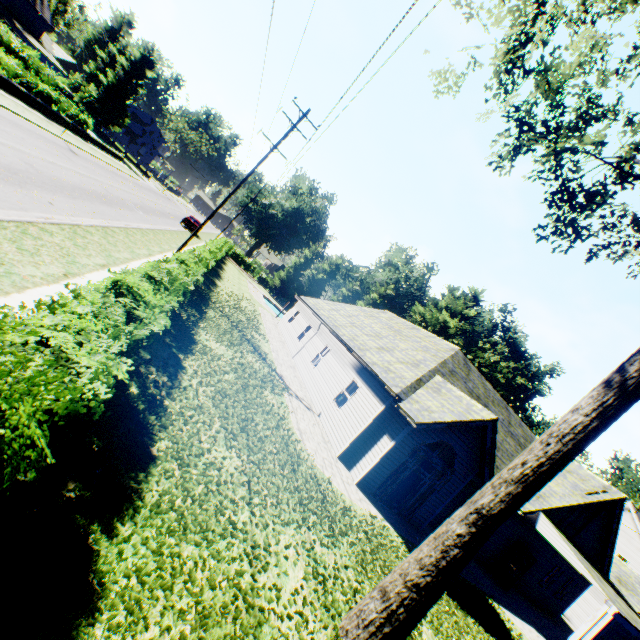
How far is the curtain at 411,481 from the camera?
12.70m

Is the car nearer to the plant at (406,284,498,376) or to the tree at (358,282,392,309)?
the tree at (358,282,392,309)

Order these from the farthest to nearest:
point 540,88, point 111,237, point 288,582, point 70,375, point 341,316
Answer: point 341,316 → point 111,237 → point 540,88 → point 288,582 → point 70,375

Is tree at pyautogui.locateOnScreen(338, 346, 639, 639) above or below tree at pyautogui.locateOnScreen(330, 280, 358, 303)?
below

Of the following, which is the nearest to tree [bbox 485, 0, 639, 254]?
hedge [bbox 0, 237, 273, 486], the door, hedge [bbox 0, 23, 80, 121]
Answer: hedge [bbox 0, 23, 80, 121]

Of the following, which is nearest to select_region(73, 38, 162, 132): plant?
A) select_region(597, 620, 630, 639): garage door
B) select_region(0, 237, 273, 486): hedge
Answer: select_region(597, 620, 630, 639): garage door

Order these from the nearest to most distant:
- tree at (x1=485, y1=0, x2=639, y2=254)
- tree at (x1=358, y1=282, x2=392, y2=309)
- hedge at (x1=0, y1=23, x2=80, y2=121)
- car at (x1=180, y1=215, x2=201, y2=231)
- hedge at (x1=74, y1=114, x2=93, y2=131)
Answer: tree at (x1=485, y1=0, x2=639, y2=254) < hedge at (x1=0, y1=23, x2=80, y2=121) < hedge at (x1=74, y1=114, x2=93, y2=131) < car at (x1=180, y1=215, x2=201, y2=231) < tree at (x1=358, y1=282, x2=392, y2=309)

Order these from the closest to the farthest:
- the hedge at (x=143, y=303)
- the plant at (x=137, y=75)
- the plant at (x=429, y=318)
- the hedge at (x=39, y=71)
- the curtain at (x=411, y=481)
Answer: the hedge at (x=143, y=303)
the curtain at (x=411, y=481)
the hedge at (x=39, y=71)
the plant at (x=137, y=75)
the plant at (x=429, y=318)
